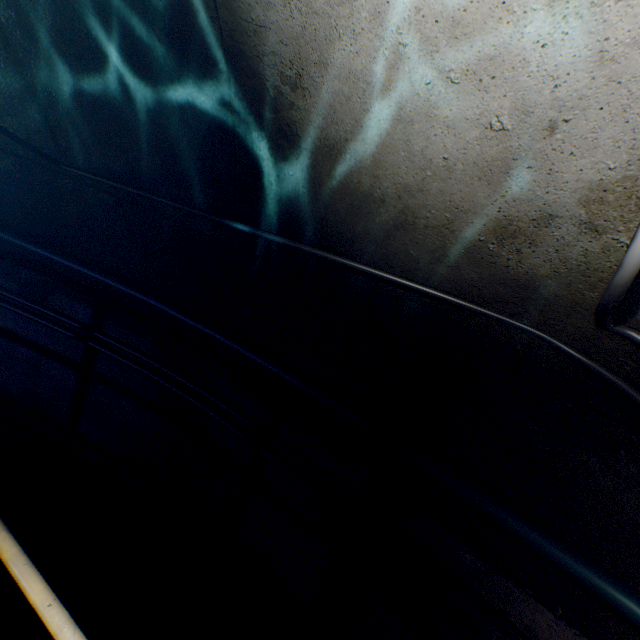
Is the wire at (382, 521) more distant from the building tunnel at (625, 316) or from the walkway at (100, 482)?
the walkway at (100, 482)

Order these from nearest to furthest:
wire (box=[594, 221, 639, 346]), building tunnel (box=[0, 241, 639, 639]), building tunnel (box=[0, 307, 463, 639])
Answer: wire (box=[594, 221, 639, 346])
building tunnel (box=[0, 241, 639, 639])
building tunnel (box=[0, 307, 463, 639])

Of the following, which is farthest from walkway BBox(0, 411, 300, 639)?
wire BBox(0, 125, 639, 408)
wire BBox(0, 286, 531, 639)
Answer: wire BBox(0, 125, 639, 408)

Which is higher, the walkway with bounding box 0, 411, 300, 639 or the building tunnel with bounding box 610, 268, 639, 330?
the building tunnel with bounding box 610, 268, 639, 330

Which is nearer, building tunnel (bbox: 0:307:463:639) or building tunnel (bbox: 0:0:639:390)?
building tunnel (bbox: 0:0:639:390)

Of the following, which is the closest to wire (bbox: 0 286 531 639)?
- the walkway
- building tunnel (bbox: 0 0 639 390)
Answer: building tunnel (bbox: 0 0 639 390)

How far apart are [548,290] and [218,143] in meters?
1.9 m

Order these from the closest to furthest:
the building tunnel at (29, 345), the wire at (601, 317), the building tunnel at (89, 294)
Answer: the wire at (601, 317) < the building tunnel at (89, 294) < the building tunnel at (29, 345)
